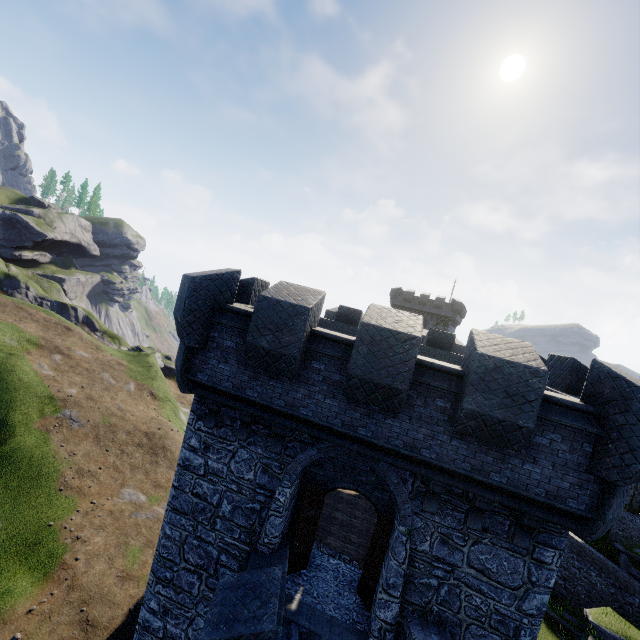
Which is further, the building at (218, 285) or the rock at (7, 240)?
the rock at (7, 240)

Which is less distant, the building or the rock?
the building

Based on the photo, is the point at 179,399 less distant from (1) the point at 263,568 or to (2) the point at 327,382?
(1) the point at 263,568
